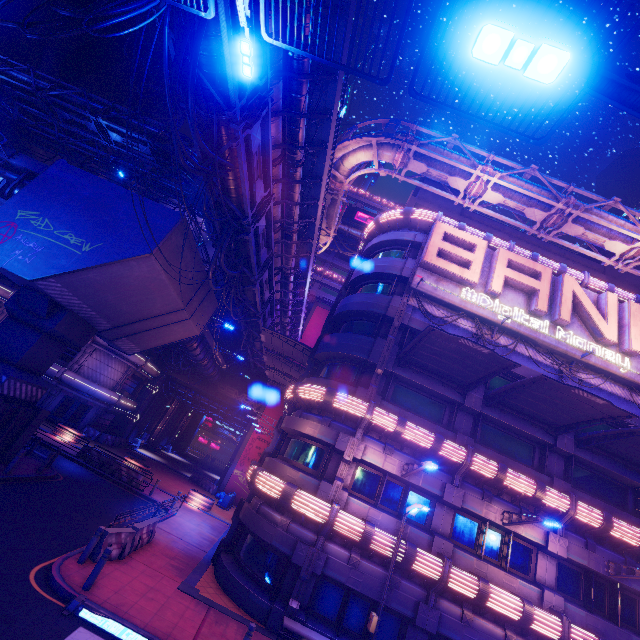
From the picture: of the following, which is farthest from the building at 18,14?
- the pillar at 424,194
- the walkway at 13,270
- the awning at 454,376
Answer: the awning at 454,376

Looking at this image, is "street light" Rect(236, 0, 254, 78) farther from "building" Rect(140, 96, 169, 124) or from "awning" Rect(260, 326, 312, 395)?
"building" Rect(140, 96, 169, 124)

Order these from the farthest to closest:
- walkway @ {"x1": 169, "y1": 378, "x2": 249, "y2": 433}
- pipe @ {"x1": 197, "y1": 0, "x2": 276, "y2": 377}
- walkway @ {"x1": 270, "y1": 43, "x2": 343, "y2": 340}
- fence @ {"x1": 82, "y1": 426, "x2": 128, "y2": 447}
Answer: walkway @ {"x1": 169, "y1": 378, "x2": 249, "y2": 433}
fence @ {"x1": 82, "y1": 426, "x2": 128, "y2": 447}
walkway @ {"x1": 270, "y1": 43, "x2": 343, "y2": 340}
pipe @ {"x1": 197, "y1": 0, "x2": 276, "y2": 377}

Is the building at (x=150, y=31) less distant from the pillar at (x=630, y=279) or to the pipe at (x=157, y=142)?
the pipe at (x=157, y=142)

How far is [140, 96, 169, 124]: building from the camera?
47.5m

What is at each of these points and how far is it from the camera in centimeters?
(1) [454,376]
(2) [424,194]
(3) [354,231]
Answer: (1) awning, 1655cm
(2) pillar, 2550cm
(3) walkway, 5556cm

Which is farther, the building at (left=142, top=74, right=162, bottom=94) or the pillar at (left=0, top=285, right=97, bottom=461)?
the building at (left=142, top=74, right=162, bottom=94)

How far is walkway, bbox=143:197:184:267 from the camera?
15.3 meters
